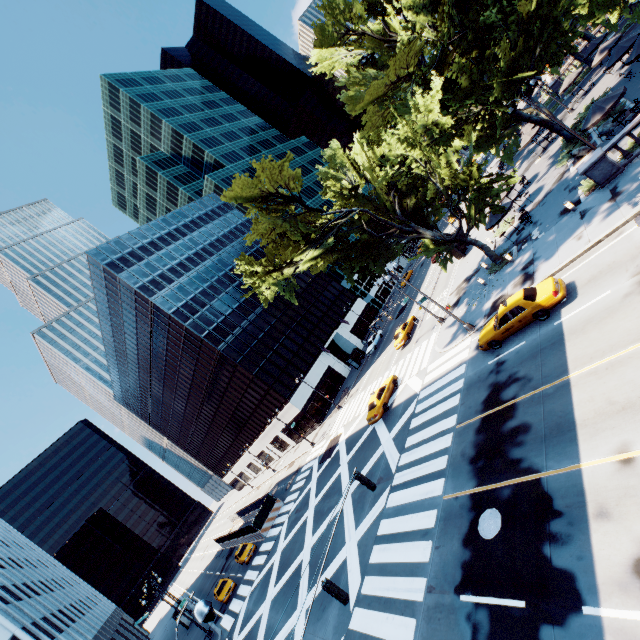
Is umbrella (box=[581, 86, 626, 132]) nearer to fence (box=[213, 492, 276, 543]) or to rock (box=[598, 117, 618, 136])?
rock (box=[598, 117, 618, 136])

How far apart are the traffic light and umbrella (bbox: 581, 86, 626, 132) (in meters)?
29.34

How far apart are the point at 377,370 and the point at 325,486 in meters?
15.6 m

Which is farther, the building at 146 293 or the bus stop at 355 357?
the bus stop at 355 357

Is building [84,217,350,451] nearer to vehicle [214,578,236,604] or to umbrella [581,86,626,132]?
vehicle [214,578,236,604]

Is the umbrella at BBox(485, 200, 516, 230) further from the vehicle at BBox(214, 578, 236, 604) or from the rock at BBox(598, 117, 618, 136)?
the vehicle at BBox(214, 578, 236, 604)

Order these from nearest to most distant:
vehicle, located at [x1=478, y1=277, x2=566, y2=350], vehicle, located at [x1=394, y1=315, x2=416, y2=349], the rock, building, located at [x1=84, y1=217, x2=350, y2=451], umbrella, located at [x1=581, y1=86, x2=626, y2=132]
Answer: vehicle, located at [x1=478, y1=277, x2=566, y2=350] < umbrella, located at [x1=581, y1=86, x2=626, y2=132] < the rock < vehicle, located at [x1=394, y1=315, x2=416, y2=349] < building, located at [x1=84, y1=217, x2=350, y2=451]

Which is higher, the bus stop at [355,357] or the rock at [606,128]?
the bus stop at [355,357]
